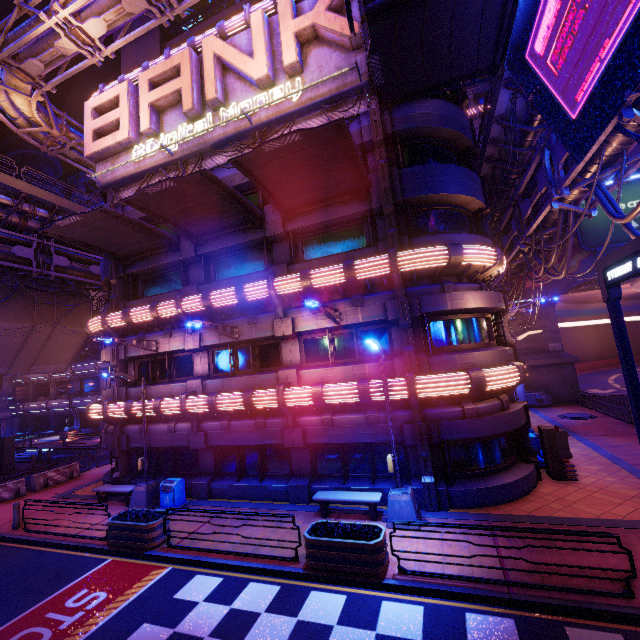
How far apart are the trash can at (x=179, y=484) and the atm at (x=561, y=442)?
15.1m

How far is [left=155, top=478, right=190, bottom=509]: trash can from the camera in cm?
1375

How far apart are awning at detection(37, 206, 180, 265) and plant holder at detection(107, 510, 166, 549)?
11.5m

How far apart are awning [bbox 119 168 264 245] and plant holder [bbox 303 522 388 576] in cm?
1181

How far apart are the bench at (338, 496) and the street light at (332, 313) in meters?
6.3

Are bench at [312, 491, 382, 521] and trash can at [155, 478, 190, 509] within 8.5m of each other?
yes

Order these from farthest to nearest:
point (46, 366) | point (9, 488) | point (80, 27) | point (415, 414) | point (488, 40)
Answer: point (46, 366) < point (9, 488) < point (80, 27) < point (415, 414) < point (488, 40)

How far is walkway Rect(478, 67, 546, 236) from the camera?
12.56m
